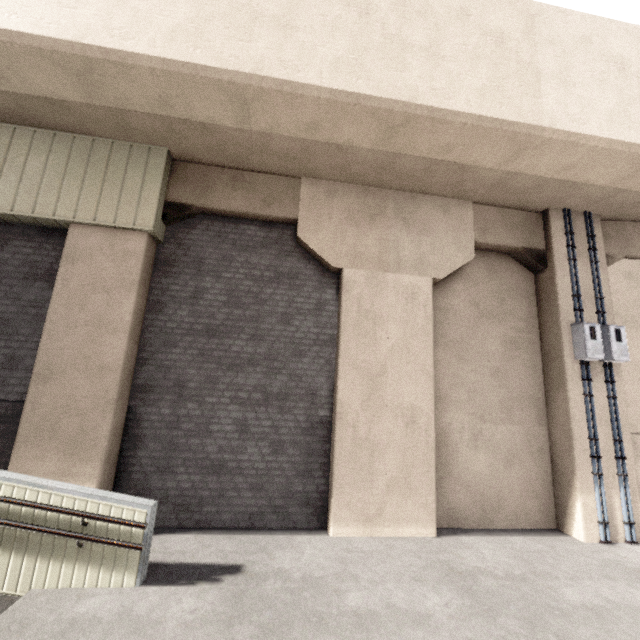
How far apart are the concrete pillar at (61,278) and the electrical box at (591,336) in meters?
8.8

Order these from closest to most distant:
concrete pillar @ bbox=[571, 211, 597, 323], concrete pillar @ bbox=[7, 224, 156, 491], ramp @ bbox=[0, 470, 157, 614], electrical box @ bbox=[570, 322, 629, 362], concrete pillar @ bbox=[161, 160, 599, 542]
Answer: ramp @ bbox=[0, 470, 157, 614] < concrete pillar @ bbox=[7, 224, 156, 491] < concrete pillar @ bbox=[161, 160, 599, 542] < electrical box @ bbox=[570, 322, 629, 362] < concrete pillar @ bbox=[571, 211, 597, 323]

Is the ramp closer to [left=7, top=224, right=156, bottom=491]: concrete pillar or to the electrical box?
[left=7, top=224, right=156, bottom=491]: concrete pillar

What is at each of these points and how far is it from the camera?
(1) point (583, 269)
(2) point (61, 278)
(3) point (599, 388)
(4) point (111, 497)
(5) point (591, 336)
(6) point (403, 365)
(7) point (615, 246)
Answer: (1) concrete pillar, 7.3 meters
(2) concrete pillar, 5.7 meters
(3) concrete pillar, 6.7 meters
(4) ramp, 4.1 meters
(5) electrical box, 6.6 meters
(6) concrete pillar, 6.4 meters
(7) concrete pillar, 7.7 meters

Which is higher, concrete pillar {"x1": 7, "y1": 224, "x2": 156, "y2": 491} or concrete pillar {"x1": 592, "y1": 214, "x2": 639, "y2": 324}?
concrete pillar {"x1": 592, "y1": 214, "x2": 639, "y2": 324}

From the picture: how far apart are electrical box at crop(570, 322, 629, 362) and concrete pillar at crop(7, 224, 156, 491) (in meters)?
8.81

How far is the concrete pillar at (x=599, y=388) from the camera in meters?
6.2

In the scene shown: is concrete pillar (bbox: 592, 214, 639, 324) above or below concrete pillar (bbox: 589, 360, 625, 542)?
above
